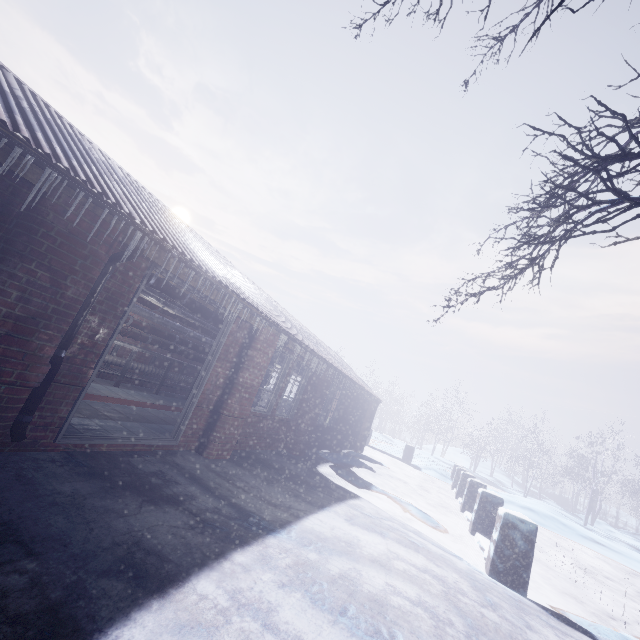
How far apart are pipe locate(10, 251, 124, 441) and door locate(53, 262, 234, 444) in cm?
39

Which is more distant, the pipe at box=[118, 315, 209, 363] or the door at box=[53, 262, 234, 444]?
the pipe at box=[118, 315, 209, 363]

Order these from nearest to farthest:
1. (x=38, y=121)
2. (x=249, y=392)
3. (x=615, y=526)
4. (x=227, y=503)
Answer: (x=38, y=121) < (x=227, y=503) < (x=249, y=392) < (x=615, y=526)

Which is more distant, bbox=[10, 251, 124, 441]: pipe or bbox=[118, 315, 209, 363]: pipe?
bbox=[118, 315, 209, 363]: pipe

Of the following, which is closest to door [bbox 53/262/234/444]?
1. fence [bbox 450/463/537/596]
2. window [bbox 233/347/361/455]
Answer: window [bbox 233/347/361/455]

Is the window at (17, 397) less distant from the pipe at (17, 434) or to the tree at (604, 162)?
the pipe at (17, 434)

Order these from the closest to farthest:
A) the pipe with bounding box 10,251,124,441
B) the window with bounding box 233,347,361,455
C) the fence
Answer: the pipe with bounding box 10,251,124,441, the fence, the window with bounding box 233,347,361,455

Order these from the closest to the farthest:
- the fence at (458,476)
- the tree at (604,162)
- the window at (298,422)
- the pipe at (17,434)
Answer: the tree at (604,162), the pipe at (17,434), the fence at (458,476), the window at (298,422)
